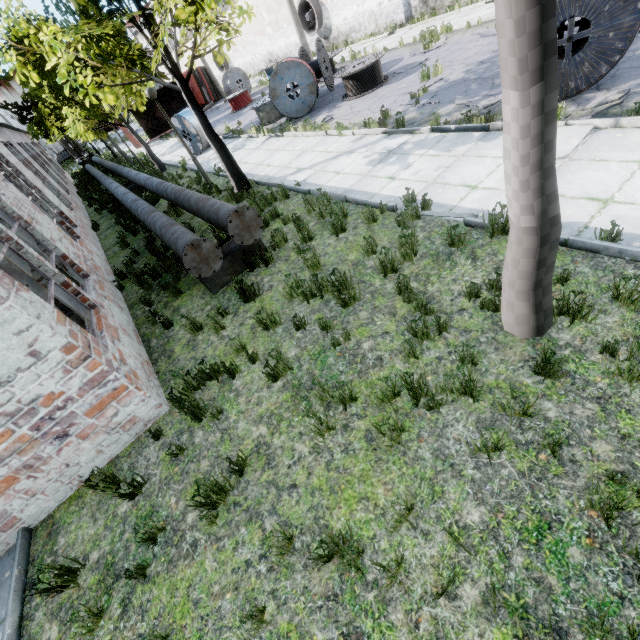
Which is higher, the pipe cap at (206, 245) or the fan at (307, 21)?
the fan at (307, 21)

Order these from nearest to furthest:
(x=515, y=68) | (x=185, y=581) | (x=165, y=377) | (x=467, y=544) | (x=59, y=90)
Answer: (x=515, y=68) < (x=467, y=544) < (x=185, y=581) < (x=165, y=377) < (x=59, y=90)

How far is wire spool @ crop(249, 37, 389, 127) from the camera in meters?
12.7

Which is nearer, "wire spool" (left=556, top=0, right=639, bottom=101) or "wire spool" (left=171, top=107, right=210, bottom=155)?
"wire spool" (left=556, top=0, right=639, bottom=101)

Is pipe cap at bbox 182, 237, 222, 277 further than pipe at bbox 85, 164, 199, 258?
No

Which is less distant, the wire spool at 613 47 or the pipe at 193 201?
the wire spool at 613 47

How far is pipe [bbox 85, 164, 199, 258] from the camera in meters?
6.4

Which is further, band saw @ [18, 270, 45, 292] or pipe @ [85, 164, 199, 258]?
band saw @ [18, 270, 45, 292]
